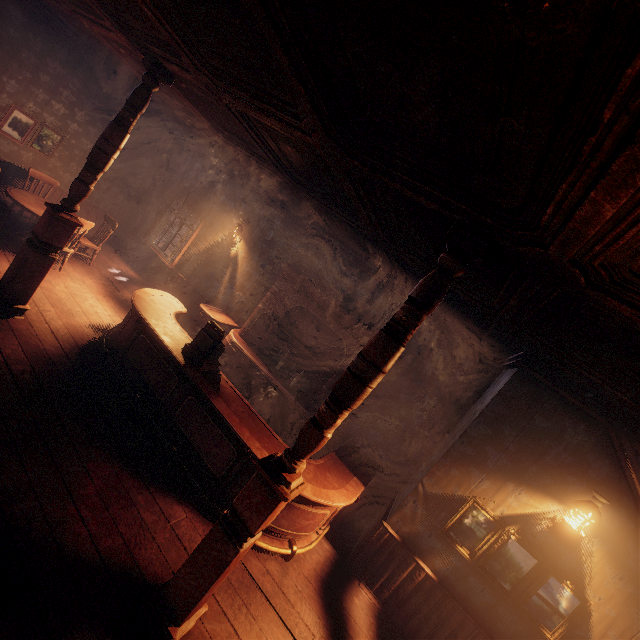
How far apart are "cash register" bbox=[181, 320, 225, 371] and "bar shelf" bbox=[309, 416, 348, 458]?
1.5 meters

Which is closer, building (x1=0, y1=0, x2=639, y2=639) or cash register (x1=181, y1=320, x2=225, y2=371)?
building (x1=0, y1=0, x2=639, y2=639)

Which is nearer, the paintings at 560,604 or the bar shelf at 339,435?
the paintings at 560,604

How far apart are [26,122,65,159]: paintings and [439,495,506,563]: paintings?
10.98m

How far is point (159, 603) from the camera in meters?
2.6 m

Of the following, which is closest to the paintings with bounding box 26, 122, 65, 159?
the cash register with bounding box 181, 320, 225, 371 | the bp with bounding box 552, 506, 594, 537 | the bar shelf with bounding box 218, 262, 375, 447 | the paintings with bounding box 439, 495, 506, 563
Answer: the bar shelf with bounding box 218, 262, 375, 447

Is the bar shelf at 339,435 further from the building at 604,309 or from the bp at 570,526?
the bp at 570,526

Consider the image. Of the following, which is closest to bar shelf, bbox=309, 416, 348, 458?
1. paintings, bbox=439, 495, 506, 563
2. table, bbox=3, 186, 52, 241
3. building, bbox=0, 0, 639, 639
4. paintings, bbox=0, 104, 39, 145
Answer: building, bbox=0, 0, 639, 639
